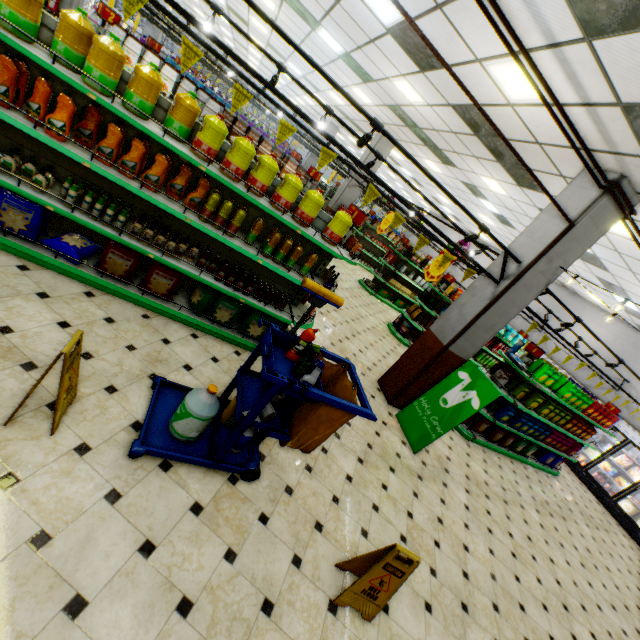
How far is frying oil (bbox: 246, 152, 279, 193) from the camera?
3.6 meters

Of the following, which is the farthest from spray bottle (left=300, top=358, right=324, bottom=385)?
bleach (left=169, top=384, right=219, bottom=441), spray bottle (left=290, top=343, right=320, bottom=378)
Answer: bleach (left=169, top=384, right=219, bottom=441)

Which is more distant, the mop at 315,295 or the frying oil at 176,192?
the frying oil at 176,192

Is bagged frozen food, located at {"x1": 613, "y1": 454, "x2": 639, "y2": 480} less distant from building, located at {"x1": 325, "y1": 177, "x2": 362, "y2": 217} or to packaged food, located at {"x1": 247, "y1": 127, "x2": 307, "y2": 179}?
building, located at {"x1": 325, "y1": 177, "x2": 362, "y2": 217}

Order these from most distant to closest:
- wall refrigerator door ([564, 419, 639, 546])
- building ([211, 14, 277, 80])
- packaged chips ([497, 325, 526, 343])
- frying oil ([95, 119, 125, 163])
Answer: building ([211, 14, 277, 80]) < packaged chips ([497, 325, 526, 343]) < wall refrigerator door ([564, 419, 639, 546]) < frying oil ([95, 119, 125, 163])

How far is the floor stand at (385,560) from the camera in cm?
260

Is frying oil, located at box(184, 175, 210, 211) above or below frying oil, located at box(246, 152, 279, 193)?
below

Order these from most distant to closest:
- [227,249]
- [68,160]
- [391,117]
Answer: [391,117] → [227,249] → [68,160]
